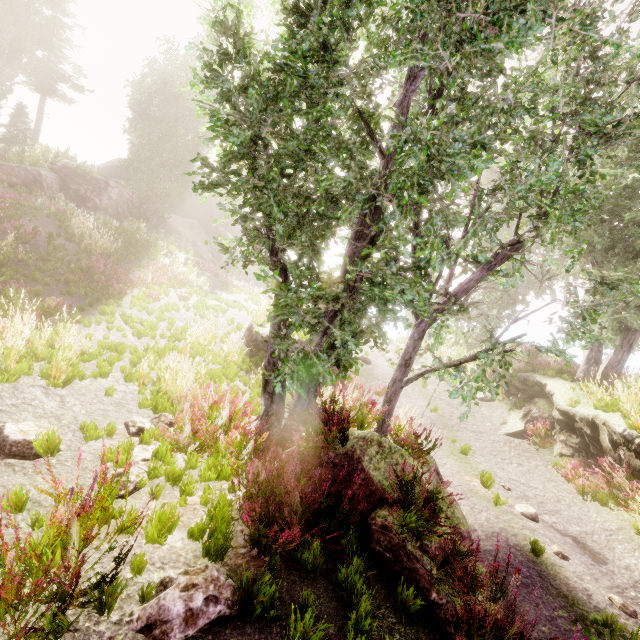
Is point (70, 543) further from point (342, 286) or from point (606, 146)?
point (606, 146)

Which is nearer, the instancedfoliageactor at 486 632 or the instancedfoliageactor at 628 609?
the instancedfoliageactor at 486 632

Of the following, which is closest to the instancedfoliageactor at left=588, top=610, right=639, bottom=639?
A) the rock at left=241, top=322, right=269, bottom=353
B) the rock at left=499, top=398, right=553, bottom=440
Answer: the rock at left=241, top=322, right=269, bottom=353

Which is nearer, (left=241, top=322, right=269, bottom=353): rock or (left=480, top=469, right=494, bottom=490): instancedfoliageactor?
(left=480, top=469, right=494, bottom=490): instancedfoliageactor

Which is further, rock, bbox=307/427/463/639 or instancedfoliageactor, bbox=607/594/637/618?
instancedfoliageactor, bbox=607/594/637/618

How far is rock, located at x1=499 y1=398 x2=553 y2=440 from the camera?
11.1 meters

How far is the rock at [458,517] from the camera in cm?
484

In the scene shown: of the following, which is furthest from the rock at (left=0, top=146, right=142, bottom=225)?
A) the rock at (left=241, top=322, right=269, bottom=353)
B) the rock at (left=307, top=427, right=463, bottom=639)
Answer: the rock at (left=307, top=427, right=463, bottom=639)
